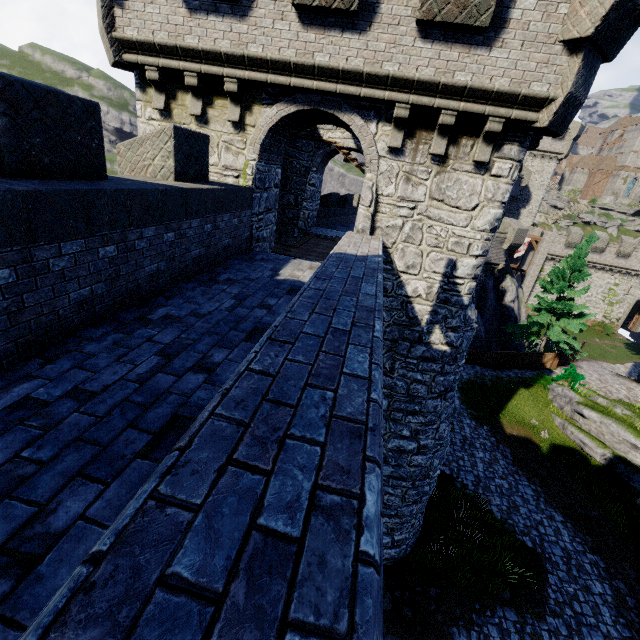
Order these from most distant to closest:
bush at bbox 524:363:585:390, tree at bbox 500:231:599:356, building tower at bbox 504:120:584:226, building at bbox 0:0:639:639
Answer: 1. building tower at bbox 504:120:584:226
2. tree at bbox 500:231:599:356
3. bush at bbox 524:363:585:390
4. building at bbox 0:0:639:639

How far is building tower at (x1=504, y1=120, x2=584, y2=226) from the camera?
40.75m

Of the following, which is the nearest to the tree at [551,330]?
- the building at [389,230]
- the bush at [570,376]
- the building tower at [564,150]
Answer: the bush at [570,376]

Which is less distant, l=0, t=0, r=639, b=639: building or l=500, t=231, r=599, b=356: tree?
l=0, t=0, r=639, b=639: building

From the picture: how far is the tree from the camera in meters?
23.6

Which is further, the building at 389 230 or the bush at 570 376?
the bush at 570 376

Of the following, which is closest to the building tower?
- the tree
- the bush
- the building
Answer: the tree

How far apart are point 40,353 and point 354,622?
4.2m
